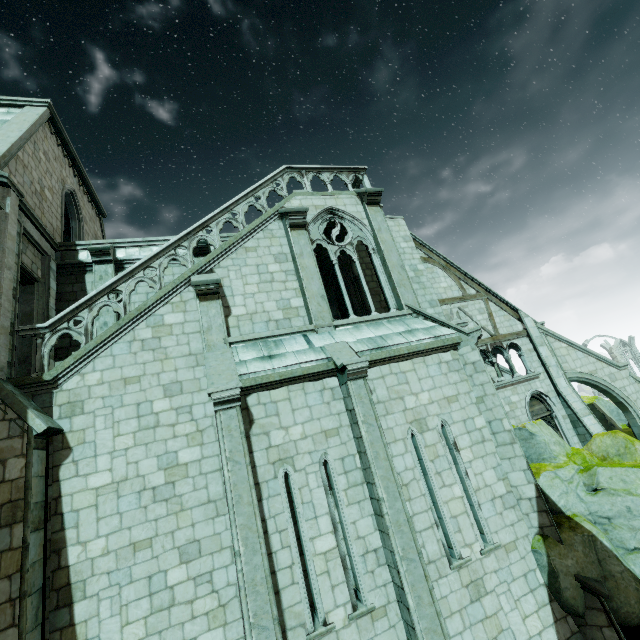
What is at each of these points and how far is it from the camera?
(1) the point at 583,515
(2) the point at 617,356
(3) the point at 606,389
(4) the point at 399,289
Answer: (1) rock, 8.4 meters
(2) building, 58.1 meters
(3) buttress, 16.2 meters
(4) building, 10.9 meters

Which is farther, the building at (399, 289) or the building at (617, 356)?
the building at (617, 356)

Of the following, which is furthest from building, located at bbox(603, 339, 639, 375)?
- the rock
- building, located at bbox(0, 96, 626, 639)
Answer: the rock

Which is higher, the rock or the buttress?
the buttress

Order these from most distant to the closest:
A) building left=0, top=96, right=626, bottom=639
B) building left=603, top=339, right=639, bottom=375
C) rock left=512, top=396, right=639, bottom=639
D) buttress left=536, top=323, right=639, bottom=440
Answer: building left=603, top=339, right=639, bottom=375 < buttress left=536, top=323, right=639, bottom=440 < rock left=512, top=396, right=639, bottom=639 < building left=0, top=96, right=626, bottom=639

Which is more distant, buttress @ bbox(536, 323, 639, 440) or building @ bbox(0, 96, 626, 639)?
buttress @ bbox(536, 323, 639, 440)

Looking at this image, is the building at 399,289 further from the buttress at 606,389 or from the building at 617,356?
the building at 617,356

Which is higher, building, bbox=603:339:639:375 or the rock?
building, bbox=603:339:639:375
